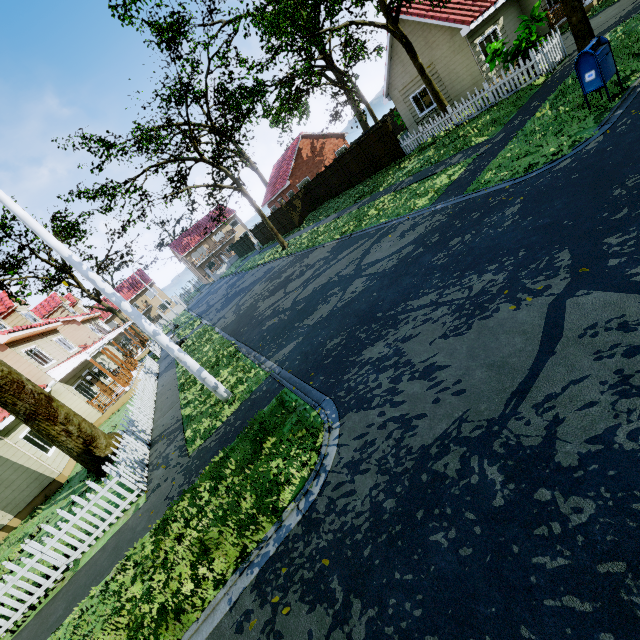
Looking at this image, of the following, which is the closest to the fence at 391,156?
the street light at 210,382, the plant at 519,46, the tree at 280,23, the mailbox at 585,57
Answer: the tree at 280,23

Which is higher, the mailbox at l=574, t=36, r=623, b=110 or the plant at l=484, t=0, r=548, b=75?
the plant at l=484, t=0, r=548, b=75

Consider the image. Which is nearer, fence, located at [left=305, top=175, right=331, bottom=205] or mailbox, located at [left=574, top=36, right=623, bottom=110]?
mailbox, located at [left=574, top=36, right=623, bottom=110]

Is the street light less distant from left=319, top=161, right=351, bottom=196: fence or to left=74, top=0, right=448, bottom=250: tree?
left=319, top=161, right=351, bottom=196: fence

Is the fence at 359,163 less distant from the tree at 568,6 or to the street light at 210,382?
the tree at 568,6

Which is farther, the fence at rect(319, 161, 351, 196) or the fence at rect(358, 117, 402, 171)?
the fence at rect(319, 161, 351, 196)

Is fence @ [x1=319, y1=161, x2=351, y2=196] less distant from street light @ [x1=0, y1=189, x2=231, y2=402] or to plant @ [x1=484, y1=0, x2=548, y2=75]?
street light @ [x1=0, y1=189, x2=231, y2=402]

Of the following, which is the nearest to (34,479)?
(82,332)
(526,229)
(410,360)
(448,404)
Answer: (410,360)
